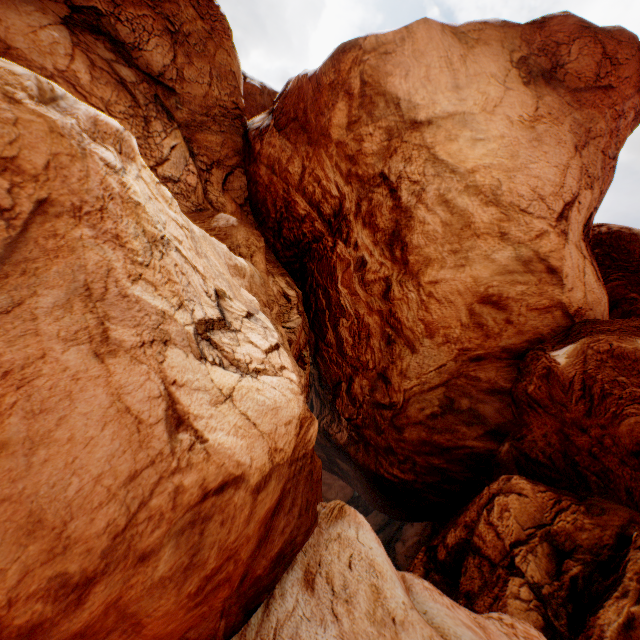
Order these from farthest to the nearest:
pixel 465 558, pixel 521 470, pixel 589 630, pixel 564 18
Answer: pixel 564 18
pixel 521 470
pixel 465 558
pixel 589 630
